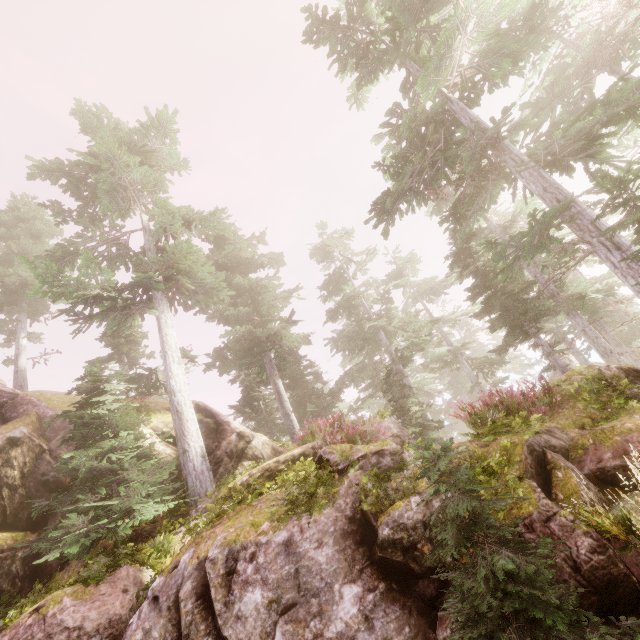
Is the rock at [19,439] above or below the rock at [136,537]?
above

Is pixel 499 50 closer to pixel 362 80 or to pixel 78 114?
pixel 362 80

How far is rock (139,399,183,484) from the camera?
13.1 meters

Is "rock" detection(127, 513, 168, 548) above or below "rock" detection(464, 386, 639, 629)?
above

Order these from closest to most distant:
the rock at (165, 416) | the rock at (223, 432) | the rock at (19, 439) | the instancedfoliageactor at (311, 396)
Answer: the rock at (223, 432) < the instancedfoliageactor at (311, 396) < the rock at (19, 439) < the rock at (165, 416)

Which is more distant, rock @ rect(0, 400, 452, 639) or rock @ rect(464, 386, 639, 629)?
rock @ rect(0, 400, 452, 639)

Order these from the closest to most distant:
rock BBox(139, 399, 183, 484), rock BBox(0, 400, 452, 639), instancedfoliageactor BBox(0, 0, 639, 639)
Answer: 1. rock BBox(0, 400, 452, 639)
2. instancedfoliageactor BBox(0, 0, 639, 639)
3. rock BBox(139, 399, 183, 484)
